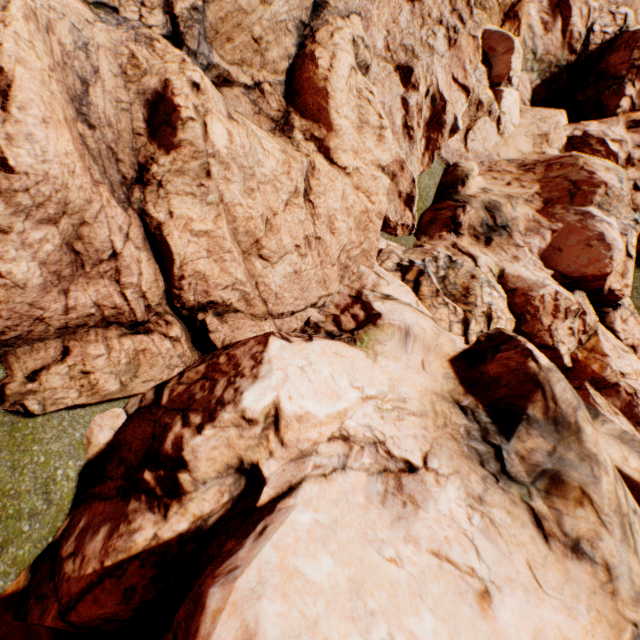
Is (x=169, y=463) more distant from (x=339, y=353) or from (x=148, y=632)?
(x=339, y=353)
